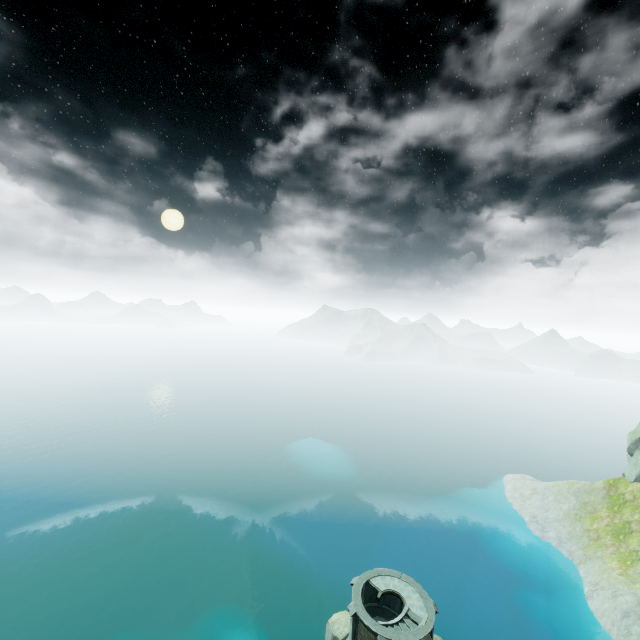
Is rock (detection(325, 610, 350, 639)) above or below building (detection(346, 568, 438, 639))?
below

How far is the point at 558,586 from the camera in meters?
52.4

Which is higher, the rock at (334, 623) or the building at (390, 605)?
the building at (390, 605)

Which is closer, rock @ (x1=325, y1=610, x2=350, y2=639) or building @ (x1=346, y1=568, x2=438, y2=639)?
building @ (x1=346, y1=568, x2=438, y2=639)

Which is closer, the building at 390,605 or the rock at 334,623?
the building at 390,605
